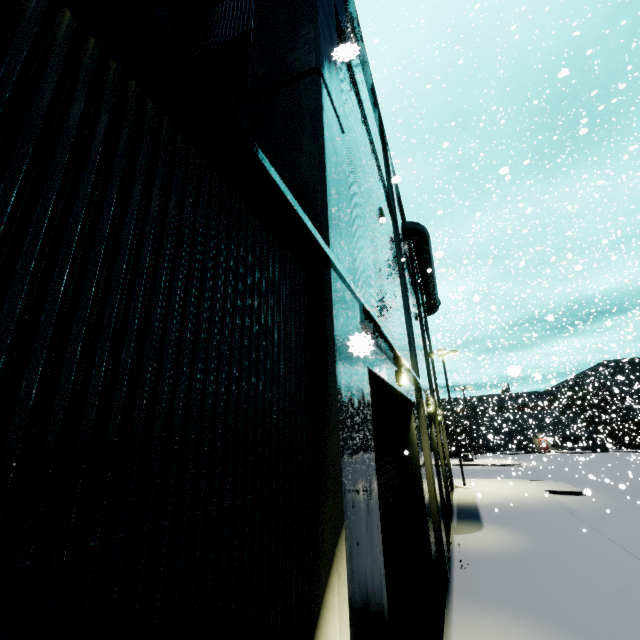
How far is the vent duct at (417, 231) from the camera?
16.8 meters

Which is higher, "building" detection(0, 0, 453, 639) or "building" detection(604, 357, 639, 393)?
"building" detection(604, 357, 639, 393)

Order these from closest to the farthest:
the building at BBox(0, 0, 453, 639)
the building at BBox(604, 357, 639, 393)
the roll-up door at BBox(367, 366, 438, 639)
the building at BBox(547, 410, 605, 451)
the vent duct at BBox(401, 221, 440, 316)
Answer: the building at BBox(0, 0, 453, 639) < the roll-up door at BBox(367, 366, 438, 639) < the vent duct at BBox(401, 221, 440, 316) < the building at BBox(547, 410, 605, 451) < the building at BBox(604, 357, 639, 393)

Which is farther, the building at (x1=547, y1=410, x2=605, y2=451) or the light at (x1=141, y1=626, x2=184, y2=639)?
the building at (x1=547, y1=410, x2=605, y2=451)

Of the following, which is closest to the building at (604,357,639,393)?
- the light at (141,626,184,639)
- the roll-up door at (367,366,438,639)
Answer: the roll-up door at (367,366,438,639)

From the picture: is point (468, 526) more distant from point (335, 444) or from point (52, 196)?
point (52, 196)

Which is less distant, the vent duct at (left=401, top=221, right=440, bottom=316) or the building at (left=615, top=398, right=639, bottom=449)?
the vent duct at (left=401, top=221, right=440, bottom=316)

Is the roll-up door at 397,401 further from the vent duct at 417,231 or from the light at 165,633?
the light at 165,633
